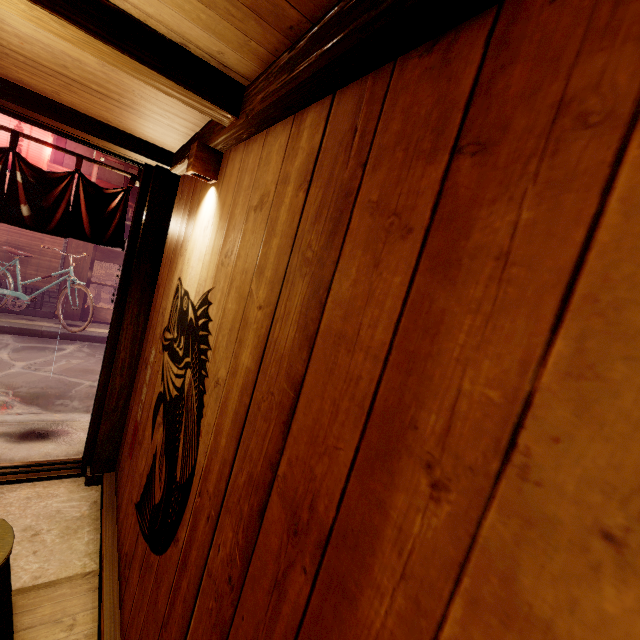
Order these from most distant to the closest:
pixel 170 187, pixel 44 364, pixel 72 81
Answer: pixel 44 364, pixel 170 187, pixel 72 81

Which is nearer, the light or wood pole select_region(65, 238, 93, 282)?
the light

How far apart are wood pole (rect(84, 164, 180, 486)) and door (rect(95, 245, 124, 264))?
9.6m

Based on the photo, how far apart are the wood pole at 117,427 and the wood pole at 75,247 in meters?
9.5 m

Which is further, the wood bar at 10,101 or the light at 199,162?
the wood bar at 10,101

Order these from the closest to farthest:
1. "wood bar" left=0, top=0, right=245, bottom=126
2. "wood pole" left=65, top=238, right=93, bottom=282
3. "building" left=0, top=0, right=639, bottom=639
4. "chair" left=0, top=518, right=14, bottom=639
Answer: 1. "building" left=0, top=0, right=639, bottom=639
2. "wood bar" left=0, top=0, right=245, bottom=126
3. "chair" left=0, top=518, right=14, bottom=639
4. "wood pole" left=65, top=238, right=93, bottom=282

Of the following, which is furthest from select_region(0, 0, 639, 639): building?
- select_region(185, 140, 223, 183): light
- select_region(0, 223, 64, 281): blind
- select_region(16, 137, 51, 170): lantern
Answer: select_region(0, 223, 64, 281): blind

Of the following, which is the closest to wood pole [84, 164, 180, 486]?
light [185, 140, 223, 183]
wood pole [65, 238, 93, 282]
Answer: light [185, 140, 223, 183]
